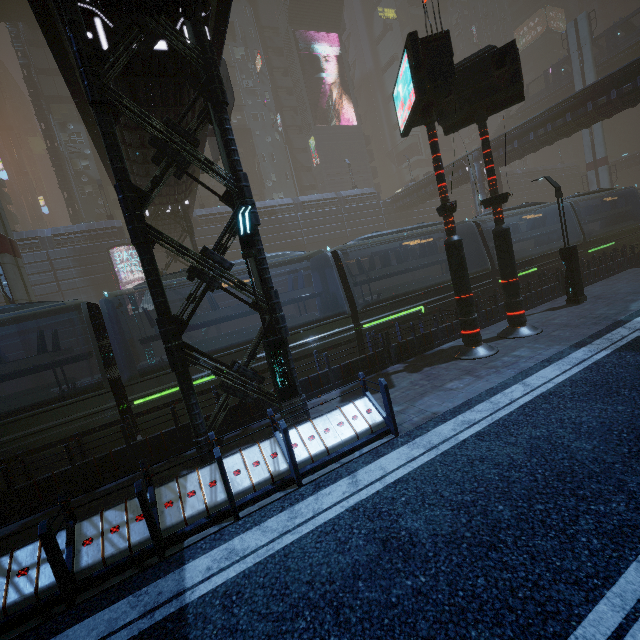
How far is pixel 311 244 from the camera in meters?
38.3

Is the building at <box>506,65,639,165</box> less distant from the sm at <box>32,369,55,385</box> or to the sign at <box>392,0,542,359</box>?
the sm at <box>32,369,55,385</box>

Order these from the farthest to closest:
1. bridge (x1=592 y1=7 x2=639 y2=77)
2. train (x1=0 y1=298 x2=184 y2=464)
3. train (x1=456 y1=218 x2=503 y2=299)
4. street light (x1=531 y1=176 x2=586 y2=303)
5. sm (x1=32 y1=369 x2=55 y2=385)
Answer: bridge (x1=592 y1=7 x2=639 y2=77) → sm (x1=32 y1=369 x2=55 y2=385) → train (x1=456 y1=218 x2=503 y2=299) → street light (x1=531 y1=176 x2=586 y2=303) → train (x1=0 y1=298 x2=184 y2=464)

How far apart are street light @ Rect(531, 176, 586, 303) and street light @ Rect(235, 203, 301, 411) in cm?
1286

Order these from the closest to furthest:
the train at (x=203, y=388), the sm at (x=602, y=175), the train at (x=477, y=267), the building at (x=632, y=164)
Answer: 1. the train at (x=203, y=388)
2. the train at (x=477, y=267)
3. the sm at (x=602, y=175)
4. the building at (x=632, y=164)

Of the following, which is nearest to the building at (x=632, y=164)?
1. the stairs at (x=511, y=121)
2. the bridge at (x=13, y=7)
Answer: the bridge at (x=13, y=7)

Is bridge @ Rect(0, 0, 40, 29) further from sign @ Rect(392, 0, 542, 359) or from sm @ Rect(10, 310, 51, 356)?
sign @ Rect(392, 0, 542, 359)

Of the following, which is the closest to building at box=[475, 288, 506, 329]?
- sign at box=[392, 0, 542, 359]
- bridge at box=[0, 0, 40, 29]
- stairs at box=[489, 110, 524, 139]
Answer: bridge at box=[0, 0, 40, 29]
